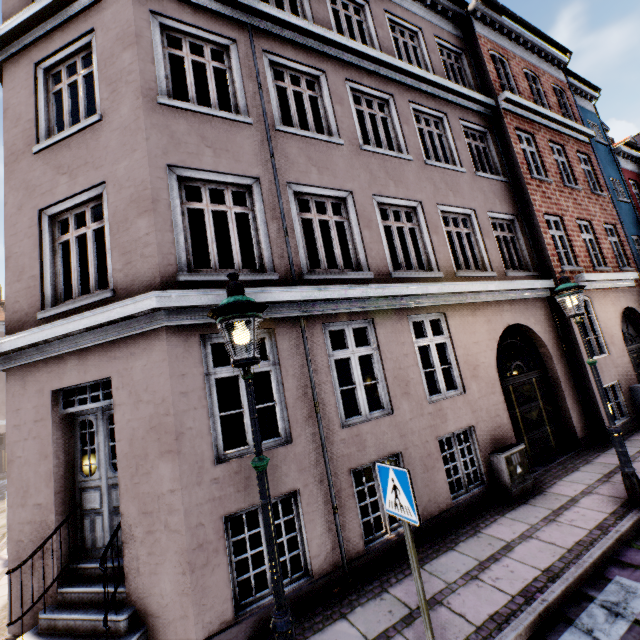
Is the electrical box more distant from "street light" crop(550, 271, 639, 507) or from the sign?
the sign

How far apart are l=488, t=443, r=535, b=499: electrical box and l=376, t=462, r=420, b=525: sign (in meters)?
4.10

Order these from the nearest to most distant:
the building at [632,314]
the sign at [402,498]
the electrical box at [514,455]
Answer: the sign at [402,498] < the building at [632,314] < the electrical box at [514,455]

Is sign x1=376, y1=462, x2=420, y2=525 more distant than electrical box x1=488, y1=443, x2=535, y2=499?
No

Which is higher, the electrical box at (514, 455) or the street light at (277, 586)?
the street light at (277, 586)

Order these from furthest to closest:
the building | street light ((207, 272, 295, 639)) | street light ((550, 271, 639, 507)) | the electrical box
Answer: the electrical box < street light ((550, 271, 639, 507)) < the building < street light ((207, 272, 295, 639))

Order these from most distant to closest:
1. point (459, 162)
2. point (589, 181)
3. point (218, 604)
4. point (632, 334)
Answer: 1. point (589, 181)
2. point (632, 334)
3. point (459, 162)
4. point (218, 604)

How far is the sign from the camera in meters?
3.0 m
